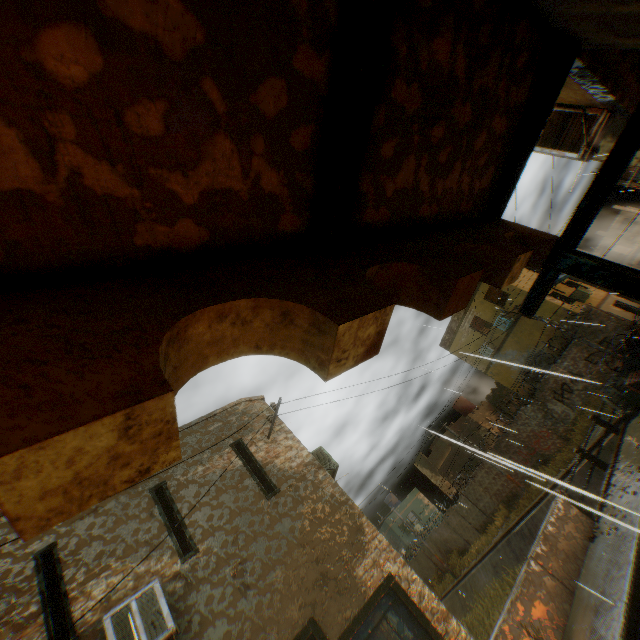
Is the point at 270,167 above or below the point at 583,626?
above

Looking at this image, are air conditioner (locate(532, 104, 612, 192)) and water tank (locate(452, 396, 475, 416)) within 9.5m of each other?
no

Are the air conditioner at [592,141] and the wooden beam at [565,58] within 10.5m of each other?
yes

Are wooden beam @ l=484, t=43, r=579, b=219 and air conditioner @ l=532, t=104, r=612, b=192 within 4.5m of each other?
yes

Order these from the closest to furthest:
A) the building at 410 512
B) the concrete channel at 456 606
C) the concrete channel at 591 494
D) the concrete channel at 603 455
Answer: the concrete channel at 591 494
the concrete channel at 603 455
the concrete channel at 456 606
the building at 410 512

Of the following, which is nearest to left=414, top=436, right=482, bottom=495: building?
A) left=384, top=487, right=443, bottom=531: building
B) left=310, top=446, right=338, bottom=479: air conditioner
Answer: left=310, top=446, right=338, bottom=479: air conditioner

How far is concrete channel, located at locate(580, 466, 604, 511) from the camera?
3.1 meters
